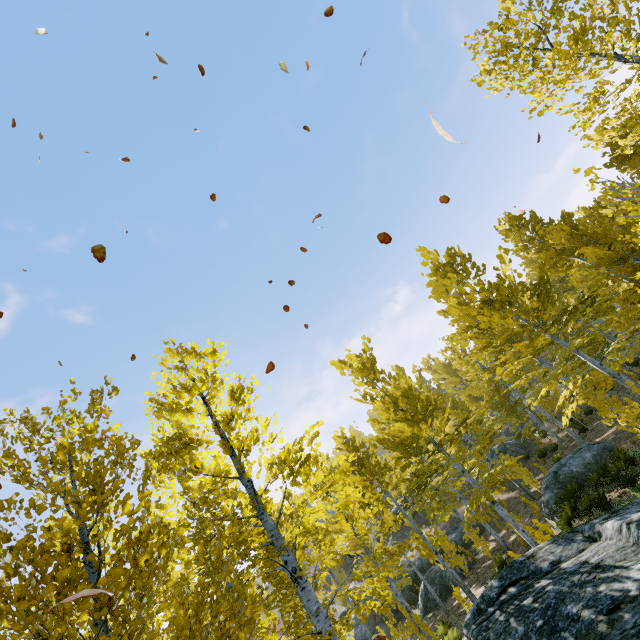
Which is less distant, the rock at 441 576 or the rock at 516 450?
the rock at 441 576

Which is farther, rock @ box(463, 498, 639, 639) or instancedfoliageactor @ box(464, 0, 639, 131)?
instancedfoliageactor @ box(464, 0, 639, 131)

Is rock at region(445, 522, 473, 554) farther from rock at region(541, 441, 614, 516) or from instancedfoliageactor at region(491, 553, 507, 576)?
rock at region(541, 441, 614, 516)

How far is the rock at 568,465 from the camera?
13.0 meters

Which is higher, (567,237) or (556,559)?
(567,237)

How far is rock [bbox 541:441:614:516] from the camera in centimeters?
1296cm

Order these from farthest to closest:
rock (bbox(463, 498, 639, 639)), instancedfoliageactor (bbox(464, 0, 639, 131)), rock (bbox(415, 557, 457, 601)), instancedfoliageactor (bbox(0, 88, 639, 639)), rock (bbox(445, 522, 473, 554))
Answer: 1. rock (bbox(445, 522, 473, 554))
2. rock (bbox(415, 557, 457, 601))
3. instancedfoliageactor (bbox(464, 0, 639, 131))
4. rock (bbox(463, 498, 639, 639))
5. instancedfoliageactor (bbox(0, 88, 639, 639))

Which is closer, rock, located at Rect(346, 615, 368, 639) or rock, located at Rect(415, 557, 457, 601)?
rock, located at Rect(415, 557, 457, 601)
